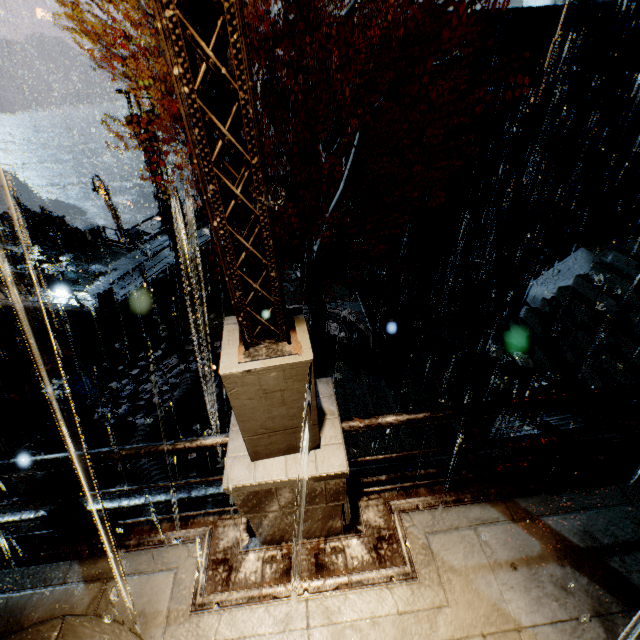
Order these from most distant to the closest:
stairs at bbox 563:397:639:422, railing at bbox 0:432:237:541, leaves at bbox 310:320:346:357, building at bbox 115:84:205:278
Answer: building at bbox 115:84:205:278 < leaves at bbox 310:320:346:357 < stairs at bbox 563:397:639:422 < railing at bbox 0:432:237:541

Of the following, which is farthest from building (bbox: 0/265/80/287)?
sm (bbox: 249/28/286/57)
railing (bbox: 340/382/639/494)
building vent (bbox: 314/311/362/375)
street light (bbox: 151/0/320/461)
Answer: building vent (bbox: 314/311/362/375)

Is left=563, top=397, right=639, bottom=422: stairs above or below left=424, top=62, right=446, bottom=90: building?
below

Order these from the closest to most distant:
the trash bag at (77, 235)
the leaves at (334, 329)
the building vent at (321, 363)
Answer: the building vent at (321, 363)
the leaves at (334, 329)
the trash bag at (77, 235)

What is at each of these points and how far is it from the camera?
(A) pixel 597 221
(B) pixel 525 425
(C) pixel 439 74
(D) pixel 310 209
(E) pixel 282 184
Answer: (A) building vent, 14.4m
(B) sm, 6.3m
(C) building, 15.5m
(D) building, 18.9m
(E) building, 23.0m

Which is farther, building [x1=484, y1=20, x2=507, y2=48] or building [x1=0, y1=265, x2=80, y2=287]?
building [x1=0, y1=265, x2=80, y2=287]

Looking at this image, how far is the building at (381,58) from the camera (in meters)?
14.72
